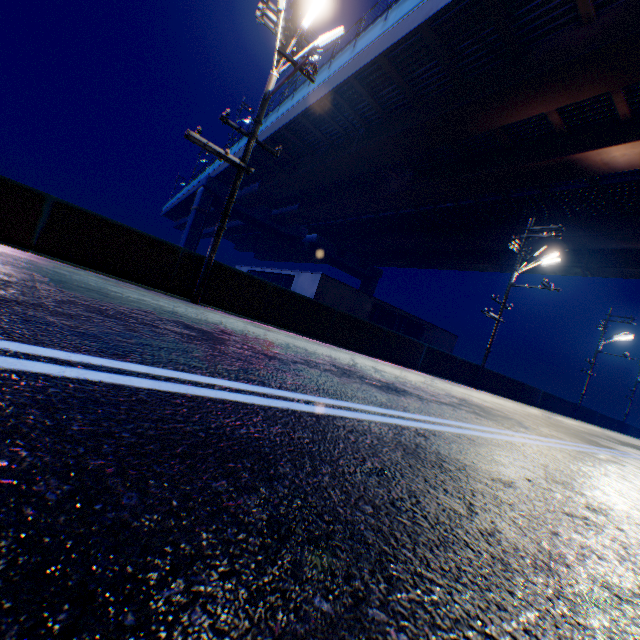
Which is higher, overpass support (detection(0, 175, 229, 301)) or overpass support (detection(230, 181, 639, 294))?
overpass support (detection(230, 181, 639, 294))

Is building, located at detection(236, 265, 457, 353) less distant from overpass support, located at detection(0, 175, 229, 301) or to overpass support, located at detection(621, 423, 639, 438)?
overpass support, located at detection(0, 175, 229, 301)

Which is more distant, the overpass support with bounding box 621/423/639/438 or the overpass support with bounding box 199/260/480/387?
the overpass support with bounding box 621/423/639/438

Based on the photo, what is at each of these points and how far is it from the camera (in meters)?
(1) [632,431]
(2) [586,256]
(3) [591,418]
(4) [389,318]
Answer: (1) overpass support, 39.47
(2) overpass support, 30.06
(3) overpass support, 29.98
(4) building, 29.30

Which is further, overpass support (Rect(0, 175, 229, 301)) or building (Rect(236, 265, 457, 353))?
building (Rect(236, 265, 457, 353))

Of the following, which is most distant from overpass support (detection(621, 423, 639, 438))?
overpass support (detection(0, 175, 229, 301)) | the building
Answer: the building

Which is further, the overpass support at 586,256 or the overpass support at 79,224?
the overpass support at 586,256
